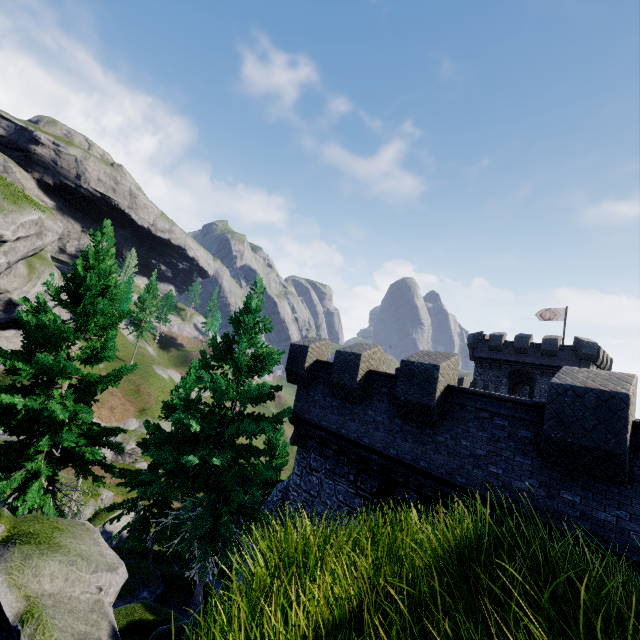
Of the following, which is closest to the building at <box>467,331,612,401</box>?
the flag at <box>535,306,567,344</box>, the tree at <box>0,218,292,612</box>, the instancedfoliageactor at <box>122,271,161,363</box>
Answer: the flag at <box>535,306,567,344</box>

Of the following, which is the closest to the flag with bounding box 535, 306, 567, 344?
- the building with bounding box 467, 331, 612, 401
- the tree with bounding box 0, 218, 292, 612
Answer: the building with bounding box 467, 331, 612, 401

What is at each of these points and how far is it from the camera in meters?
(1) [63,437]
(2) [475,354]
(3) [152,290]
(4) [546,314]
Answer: (1) tree, 9.9 m
(2) building, 37.4 m
(3) instancedfoliageactor, 56.2 m
(4) flag, 35.3 m

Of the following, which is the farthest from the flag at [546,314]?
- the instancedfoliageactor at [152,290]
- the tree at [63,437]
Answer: the instancedfoliageactor at [152,290]

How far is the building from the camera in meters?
30.6

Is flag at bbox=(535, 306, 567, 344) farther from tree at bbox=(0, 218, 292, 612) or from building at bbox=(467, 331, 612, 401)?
tree at bbox=(0, 218, 292, 612)

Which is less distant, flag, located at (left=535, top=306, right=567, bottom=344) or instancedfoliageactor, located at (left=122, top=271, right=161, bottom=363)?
flag, located at (left=535, top=306, right=567, bottom=344)

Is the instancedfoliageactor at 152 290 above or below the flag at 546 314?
below
